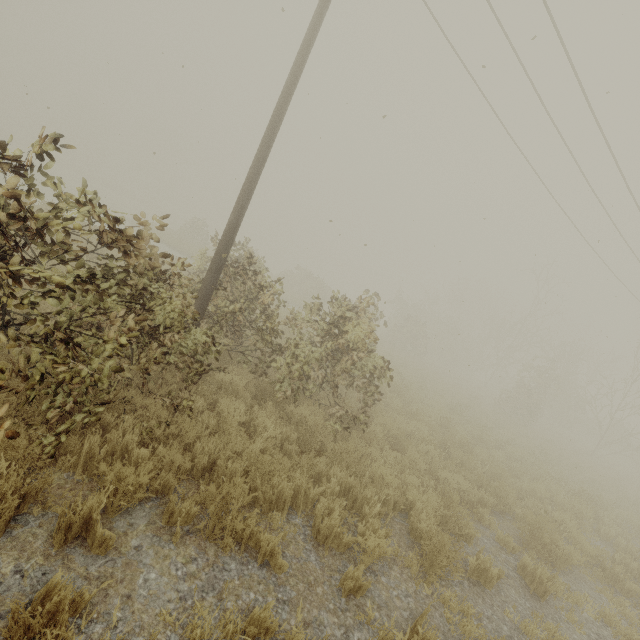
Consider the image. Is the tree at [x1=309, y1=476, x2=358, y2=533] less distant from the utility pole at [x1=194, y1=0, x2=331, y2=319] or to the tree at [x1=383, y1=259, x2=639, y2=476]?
the tree at [x1=383, y1=259, x2=639, y2=476]

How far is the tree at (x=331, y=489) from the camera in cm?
403

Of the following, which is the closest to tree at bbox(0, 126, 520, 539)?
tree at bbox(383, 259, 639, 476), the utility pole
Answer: tree at bbox(383, 259, 639, 476)

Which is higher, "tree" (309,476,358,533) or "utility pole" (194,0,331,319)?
"utility pole" (194,0,331,319)

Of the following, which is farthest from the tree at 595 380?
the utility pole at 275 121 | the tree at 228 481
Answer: the utility pole at 275 121

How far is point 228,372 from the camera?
6.3 meters

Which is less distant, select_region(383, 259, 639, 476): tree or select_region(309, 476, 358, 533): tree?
select_region(309, 476, 358, 533): tree
